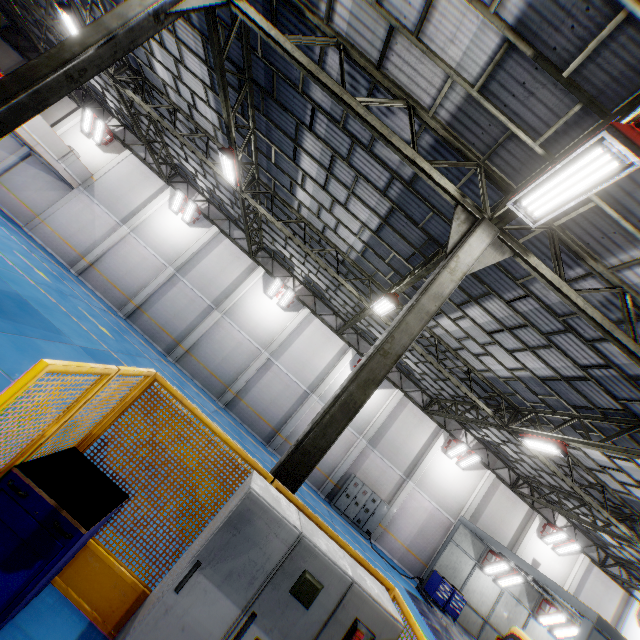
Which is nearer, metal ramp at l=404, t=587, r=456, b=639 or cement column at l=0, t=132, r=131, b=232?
metal ramp at l=404, t=587, r=456, b=639

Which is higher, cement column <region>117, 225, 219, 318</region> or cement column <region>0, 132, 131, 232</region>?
cement column <region>0, 132, 131, 232</region>

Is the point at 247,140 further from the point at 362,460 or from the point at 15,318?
the point at 362,460

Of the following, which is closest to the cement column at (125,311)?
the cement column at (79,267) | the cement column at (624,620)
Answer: the cement column at (79,267)

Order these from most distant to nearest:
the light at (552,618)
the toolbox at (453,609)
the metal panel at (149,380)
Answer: the light at (552,618)
the toolbox at (453,609)
the metal panel at (149,380)

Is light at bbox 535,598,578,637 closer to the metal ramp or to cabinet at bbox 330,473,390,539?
the metal ramp

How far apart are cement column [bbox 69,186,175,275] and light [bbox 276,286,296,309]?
9.7 meters

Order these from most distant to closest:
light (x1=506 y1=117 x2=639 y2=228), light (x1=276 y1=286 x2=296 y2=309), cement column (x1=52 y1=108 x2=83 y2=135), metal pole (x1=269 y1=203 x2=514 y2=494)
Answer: cement column (x1=52 y1=108 x2=83 y2=135) < light (x1=276 y1=286 x2=296 y2=309) < metal pole (x1=269 y1=203 x2=514 y2=494) < light (x1=506 y1=117 x2=639 y2=228)
